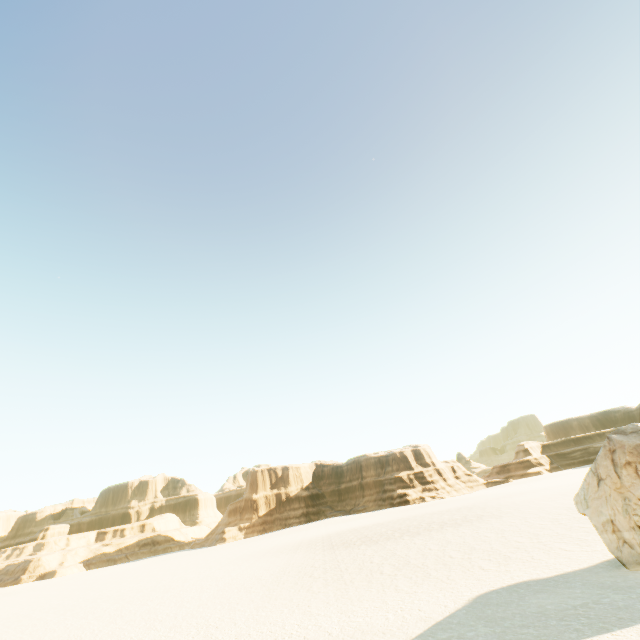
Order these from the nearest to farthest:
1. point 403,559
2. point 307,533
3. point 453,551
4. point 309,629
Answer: point 309,629 → point 453,551 → point 403,559 → point 307,533
